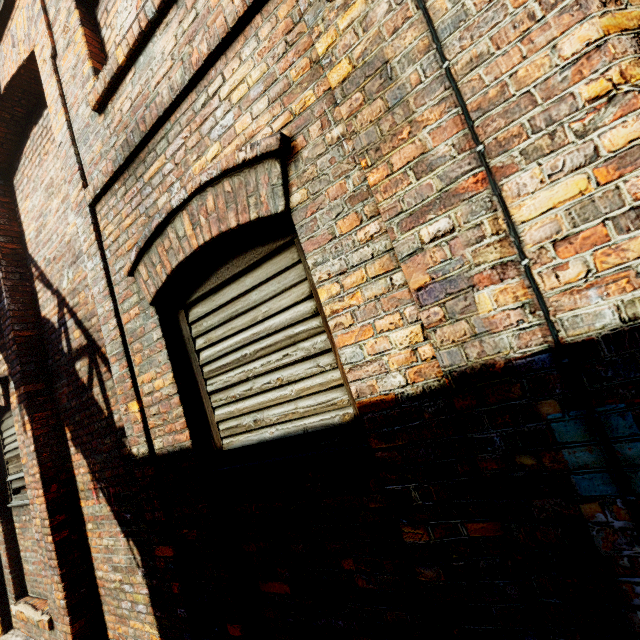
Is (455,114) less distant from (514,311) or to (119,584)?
(514,311)
